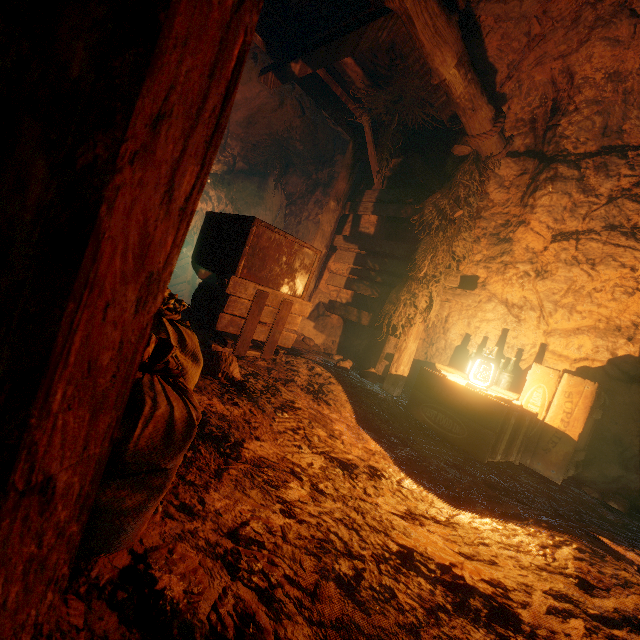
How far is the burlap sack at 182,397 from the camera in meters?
0.8

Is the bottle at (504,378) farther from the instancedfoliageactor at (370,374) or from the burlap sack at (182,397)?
the burlap sack at (182,397)

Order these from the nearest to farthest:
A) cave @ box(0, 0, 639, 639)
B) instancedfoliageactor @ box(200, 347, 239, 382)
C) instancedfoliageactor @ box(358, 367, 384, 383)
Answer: cave @ box(0, 0, 639, 639)
instancedfoliageactor @ box(200, 347, 239, 382)
instancedfoliageactor @ box(358, 367, 384, 383)

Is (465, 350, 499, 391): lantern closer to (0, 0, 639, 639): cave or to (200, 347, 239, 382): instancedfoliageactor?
(0, 0, 639, 639): cave

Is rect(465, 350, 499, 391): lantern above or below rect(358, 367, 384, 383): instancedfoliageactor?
above

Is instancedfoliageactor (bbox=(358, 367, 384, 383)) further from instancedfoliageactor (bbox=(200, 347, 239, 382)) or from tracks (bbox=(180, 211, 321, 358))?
instancedfoliageactor (bbox=(200, 347, 239, 382))

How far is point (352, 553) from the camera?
1.28m

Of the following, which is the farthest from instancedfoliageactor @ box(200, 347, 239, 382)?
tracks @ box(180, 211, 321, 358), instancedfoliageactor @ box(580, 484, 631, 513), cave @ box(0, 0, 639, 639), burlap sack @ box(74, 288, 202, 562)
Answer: burlap sack @ box(74, 288, 202, 562)
